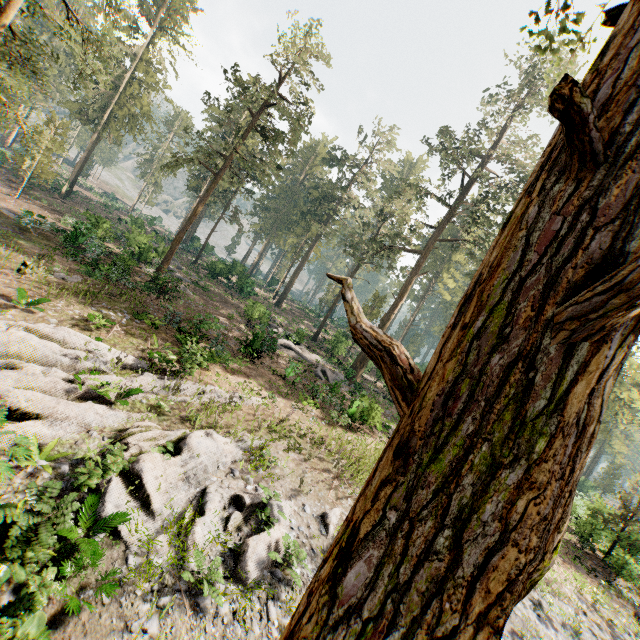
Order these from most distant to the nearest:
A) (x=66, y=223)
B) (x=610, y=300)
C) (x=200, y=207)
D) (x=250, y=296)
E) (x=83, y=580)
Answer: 1. (x=250, y=296)
2. (x=66, y=223)
3. (x=200, y=207)
4. (x=83, y=580)
5. (x=610, y=300)

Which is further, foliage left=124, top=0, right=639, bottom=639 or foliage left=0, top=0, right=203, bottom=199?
foliage left=0, top=0, right=203, bottom=199

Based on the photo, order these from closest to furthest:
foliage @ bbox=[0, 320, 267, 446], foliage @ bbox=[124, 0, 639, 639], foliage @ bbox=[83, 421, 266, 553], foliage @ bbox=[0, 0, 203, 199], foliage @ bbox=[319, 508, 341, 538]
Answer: foliage @ bbox=[124, 0, 639, 639], foliage @ bbox=[83, 421, 266, 553], foliage @ bbox=[0, 320, 267, 446], foliage @ bbox=[319, 508, 341, 538], foliage @ bbox=[0, 0, 203, 199]

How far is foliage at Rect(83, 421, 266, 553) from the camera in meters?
7.9

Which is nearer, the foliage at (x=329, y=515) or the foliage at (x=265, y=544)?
the foliage at (x=265, y=544)

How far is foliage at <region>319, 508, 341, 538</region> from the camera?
10.9m

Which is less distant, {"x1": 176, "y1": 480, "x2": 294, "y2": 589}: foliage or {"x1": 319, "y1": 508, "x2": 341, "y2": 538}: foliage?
{"x1": 176, "y1": 480, "x2": 294, "y2": 589}: foliage

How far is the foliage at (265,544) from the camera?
8.26m
